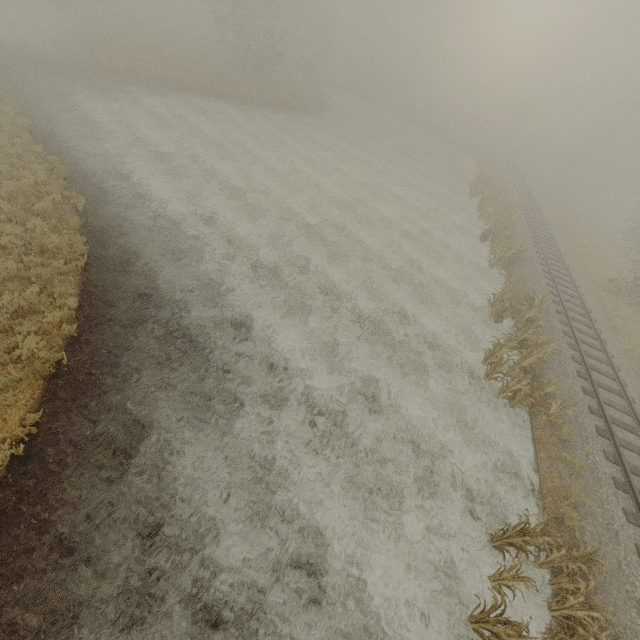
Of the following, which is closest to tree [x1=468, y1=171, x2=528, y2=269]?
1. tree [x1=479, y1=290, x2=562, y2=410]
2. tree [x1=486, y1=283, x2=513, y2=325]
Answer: tree [x1=486, y1=283, x2=513, y2=325]

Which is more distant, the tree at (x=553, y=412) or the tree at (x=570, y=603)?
the tree at (x=553, y=412)

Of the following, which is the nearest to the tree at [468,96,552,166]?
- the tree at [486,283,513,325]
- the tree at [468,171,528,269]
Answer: the tree at [468,171,528,269]

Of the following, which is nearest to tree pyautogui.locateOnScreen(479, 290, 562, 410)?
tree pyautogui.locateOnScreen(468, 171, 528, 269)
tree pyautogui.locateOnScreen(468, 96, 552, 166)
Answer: tree pyautogui.locateOnScreen(468, 171, 528, 269)

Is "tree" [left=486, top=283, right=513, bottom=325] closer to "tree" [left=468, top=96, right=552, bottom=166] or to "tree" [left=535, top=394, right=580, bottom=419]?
"tree" [left=535, top=394, right=580, bottom=419]

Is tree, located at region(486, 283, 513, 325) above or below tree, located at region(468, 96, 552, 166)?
below

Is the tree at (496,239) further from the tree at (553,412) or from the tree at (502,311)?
the tree at (553,412)

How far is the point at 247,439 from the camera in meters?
8.6
